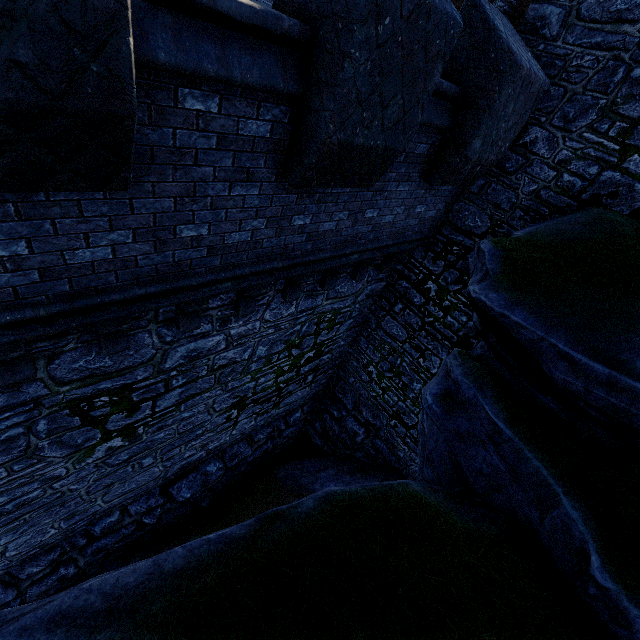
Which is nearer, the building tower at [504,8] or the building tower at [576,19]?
the building tower at [576,19]

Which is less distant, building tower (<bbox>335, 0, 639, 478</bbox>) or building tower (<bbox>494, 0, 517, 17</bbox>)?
building tower (<bbox>335, 0, 639, 478</bbox>)

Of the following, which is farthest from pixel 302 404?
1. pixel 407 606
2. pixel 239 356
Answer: pixel 407 606
